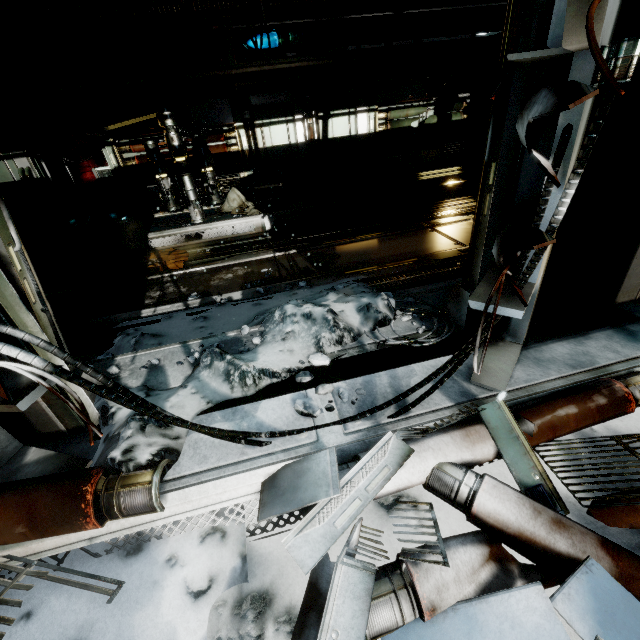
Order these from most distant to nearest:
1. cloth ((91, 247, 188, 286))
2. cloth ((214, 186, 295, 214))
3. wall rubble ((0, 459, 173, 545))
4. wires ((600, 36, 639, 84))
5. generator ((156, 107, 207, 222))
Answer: cloth ((214, 186, 295, 214)) < generator ((156, 107, 207, 222)) < cloth ((91, 247, 188, 286)) < wall rubble ((0, 459, 173, 545)) < wires ((600, 36, 639, 84))

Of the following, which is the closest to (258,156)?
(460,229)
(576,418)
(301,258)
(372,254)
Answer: (301,258)

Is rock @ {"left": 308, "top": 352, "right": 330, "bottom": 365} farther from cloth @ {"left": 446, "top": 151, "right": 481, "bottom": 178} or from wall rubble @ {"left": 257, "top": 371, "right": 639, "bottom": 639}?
cloth @ {"left": 446, "top": 151, "right": 481, "bottom": 178}

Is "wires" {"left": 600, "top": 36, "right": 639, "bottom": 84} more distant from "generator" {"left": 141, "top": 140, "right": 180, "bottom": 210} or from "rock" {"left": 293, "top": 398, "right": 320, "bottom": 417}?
"generator" {"left": 141, "top": 140, "right": 180, "bottom": 210}

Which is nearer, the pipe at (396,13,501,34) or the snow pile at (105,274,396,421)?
the snow pile at (105,274,396,421)

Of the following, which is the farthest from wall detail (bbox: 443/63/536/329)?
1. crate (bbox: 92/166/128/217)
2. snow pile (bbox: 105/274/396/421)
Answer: crate (bbox: 92/166/128/217)

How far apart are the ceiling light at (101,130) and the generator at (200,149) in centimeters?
106cm

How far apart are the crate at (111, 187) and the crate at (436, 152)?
8.82m
